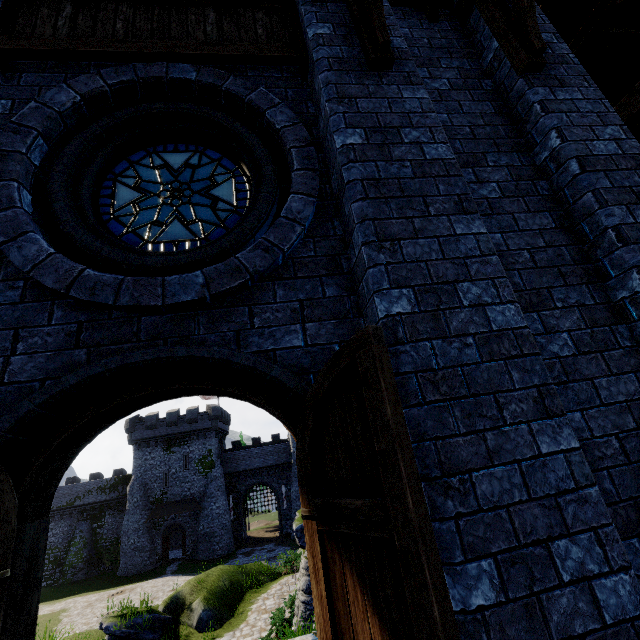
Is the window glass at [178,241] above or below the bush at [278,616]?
above

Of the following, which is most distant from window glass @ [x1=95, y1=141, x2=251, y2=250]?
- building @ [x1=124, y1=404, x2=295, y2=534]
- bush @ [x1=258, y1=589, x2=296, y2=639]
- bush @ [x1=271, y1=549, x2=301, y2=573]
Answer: building @ [x1=124, y1=404, x2=295, y2=534]

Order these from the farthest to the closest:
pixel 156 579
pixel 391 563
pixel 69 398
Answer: pixel 156 579
pixel 69 398
pixel 391 563

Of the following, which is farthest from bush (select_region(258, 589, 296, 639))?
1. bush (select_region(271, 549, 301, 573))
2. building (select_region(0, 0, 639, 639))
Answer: bush (select_region(271, 549, 301, 573))

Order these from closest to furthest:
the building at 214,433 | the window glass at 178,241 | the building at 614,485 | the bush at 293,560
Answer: the building at 614,485 → the window glass at 178,241 → the bush at 293,560 → the building at 214,433

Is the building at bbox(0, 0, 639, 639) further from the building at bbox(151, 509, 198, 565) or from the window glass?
the building at bbox(151, 509, 198, 565)

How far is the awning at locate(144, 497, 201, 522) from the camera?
37.47m

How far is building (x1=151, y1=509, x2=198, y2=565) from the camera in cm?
3703
